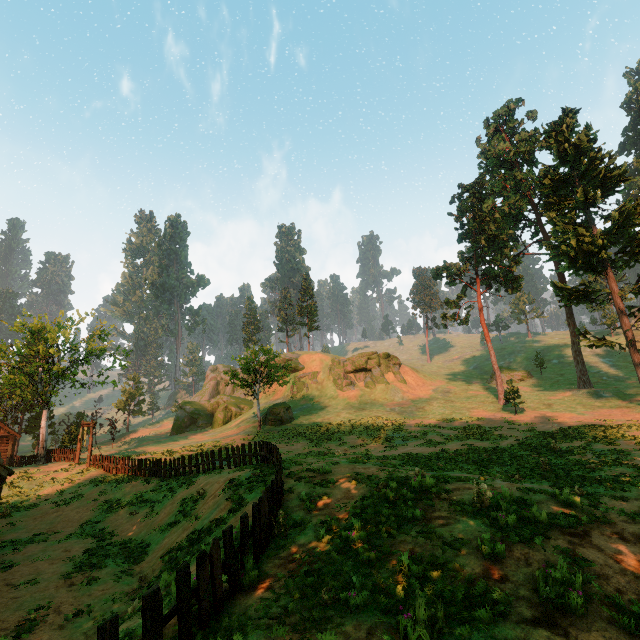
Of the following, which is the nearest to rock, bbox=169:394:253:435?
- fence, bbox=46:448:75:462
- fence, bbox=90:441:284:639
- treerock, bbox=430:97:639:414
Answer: treerock, bbox=430:97:639:414

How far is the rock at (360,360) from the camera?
50.2 meters

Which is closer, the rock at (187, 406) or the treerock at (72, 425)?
the treerock at (72, 425)

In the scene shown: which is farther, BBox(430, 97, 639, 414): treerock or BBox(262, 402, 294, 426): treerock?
BBox(262, 402, 294, 426): treerock

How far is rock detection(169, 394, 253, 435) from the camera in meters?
49.4 m

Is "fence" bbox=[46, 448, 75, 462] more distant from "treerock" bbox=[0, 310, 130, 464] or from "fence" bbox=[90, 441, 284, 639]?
"fence" bbox=[90, 441, 284, 639]

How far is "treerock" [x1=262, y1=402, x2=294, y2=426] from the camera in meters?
39.3 m

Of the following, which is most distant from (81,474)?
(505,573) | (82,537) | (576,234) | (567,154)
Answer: (567,154)
